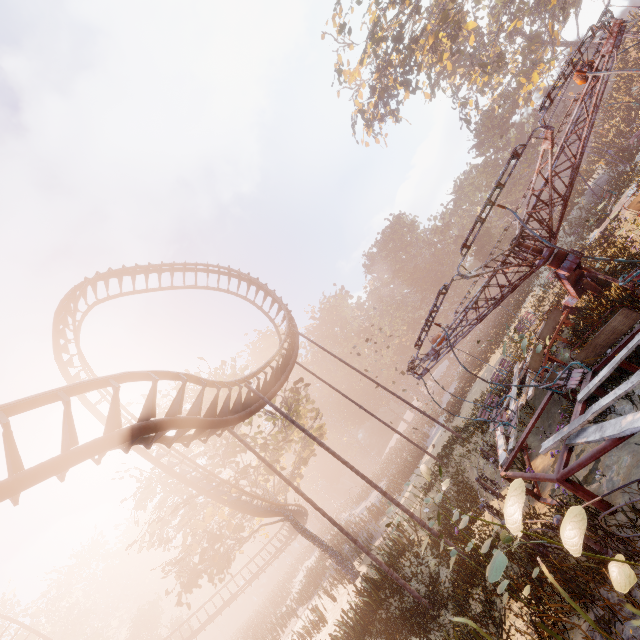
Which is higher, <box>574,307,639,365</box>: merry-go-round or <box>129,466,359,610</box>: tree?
<box>129,466,359,610</box>: tree

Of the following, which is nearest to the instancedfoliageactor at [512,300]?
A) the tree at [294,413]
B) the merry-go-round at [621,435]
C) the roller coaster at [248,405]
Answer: the merry-go-round at [621,435]

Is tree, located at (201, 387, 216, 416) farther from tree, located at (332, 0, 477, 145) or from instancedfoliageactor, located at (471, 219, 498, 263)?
tree, located at (332, 0, 477, 145)

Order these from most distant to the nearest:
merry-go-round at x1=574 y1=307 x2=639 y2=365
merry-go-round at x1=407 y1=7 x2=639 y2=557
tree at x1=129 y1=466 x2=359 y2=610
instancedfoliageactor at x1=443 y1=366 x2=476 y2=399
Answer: instancedfoliageactor at x1=443 y1=366 x2=476 y2=399 < tree at x1=129 y1=466 x2=359 y2=610 < merry-go-round at x1=574 y1=307 x2=639 y2=365 < merry-go-round at x1=407 y1=7 x2=639 y2=557

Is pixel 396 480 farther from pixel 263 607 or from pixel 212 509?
pixel 263 607

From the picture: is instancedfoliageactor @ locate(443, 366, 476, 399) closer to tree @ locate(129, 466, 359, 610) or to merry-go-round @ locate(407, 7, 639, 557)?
merry-go-round @ locate(407, 7, 639, 557)

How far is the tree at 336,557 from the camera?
19.5m
